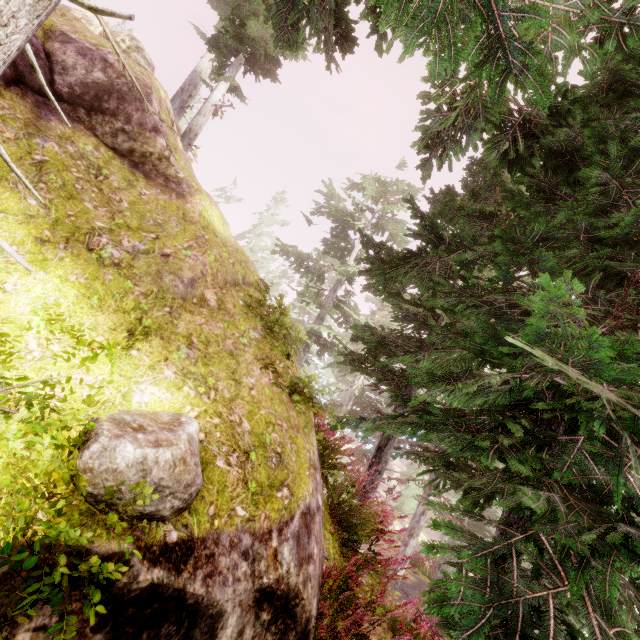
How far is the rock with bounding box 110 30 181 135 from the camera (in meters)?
5.69

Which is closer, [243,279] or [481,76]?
[481,76]

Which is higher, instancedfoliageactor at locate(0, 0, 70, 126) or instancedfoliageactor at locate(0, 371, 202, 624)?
instancedfoliageactor at locate(0, 0, 70, 126)

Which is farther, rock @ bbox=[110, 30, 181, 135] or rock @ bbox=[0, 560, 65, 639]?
rock @ bbox=[110, 30, 181, 135]

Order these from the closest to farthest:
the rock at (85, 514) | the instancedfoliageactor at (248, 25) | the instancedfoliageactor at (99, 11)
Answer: the instancedfoliageactor at (99, 11) → the rock at (85, 514) → the instancedfoliageactor at (248, 25)

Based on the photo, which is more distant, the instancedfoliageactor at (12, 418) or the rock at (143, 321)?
the rock at (143, 321)

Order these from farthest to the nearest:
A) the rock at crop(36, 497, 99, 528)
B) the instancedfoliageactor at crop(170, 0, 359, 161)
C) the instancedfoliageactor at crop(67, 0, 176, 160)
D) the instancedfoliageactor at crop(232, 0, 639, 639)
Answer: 1. the instancedfoliageactor at crop(170, 0, 359, 161)
2. the instancedfoliageactor at crop(232, 0, 639, 639)
3. the rock at crop(36, 497, 99, 528)
4. the instancedfoliageactor at crop(67, 0, 176, 160)
